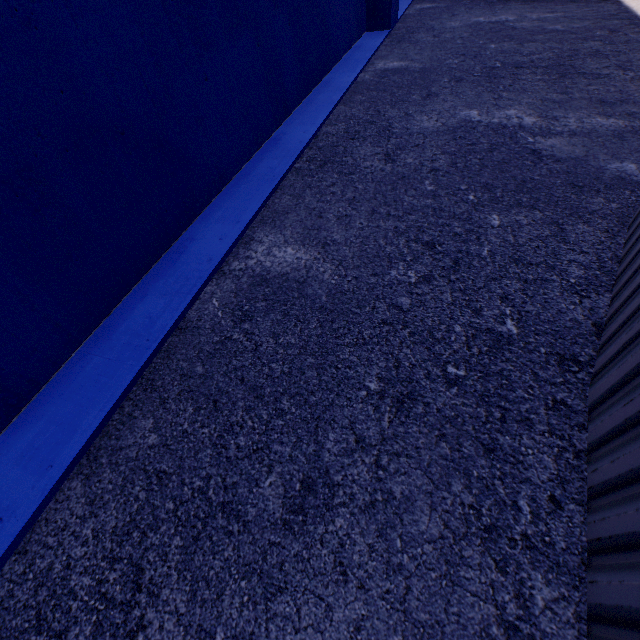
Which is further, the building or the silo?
the building

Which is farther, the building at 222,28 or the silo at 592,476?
the building at 222,28

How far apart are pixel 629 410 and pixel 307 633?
1.4m
